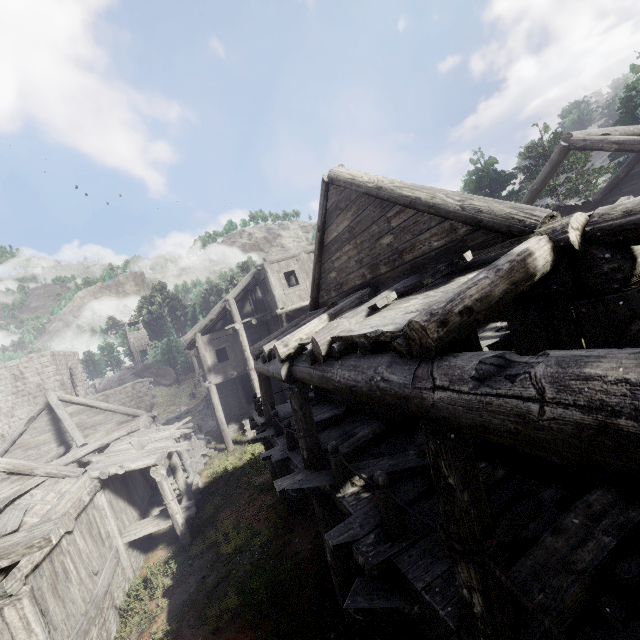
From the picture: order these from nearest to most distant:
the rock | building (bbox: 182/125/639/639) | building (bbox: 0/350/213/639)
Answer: building (bbox: 182/125/639/639) < building (bbox: 0/350/213/639) < the rock

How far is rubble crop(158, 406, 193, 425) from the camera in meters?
30.1

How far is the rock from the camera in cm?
5456

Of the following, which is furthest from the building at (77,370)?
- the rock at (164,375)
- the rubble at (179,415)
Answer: the rock at (164,375)

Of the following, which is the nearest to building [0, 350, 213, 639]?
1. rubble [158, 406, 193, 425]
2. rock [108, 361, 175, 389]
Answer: rubble [158, 406, 193, 425]

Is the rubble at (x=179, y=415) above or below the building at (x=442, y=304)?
below

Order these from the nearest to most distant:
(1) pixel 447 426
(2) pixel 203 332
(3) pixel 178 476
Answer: (1) pixel 447 426 < (3) pixel 178 476 < (2) pixel 203 332

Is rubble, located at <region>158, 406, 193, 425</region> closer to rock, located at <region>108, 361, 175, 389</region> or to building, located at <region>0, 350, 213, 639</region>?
building, located at <region>0, 350, 213, 639</region>
